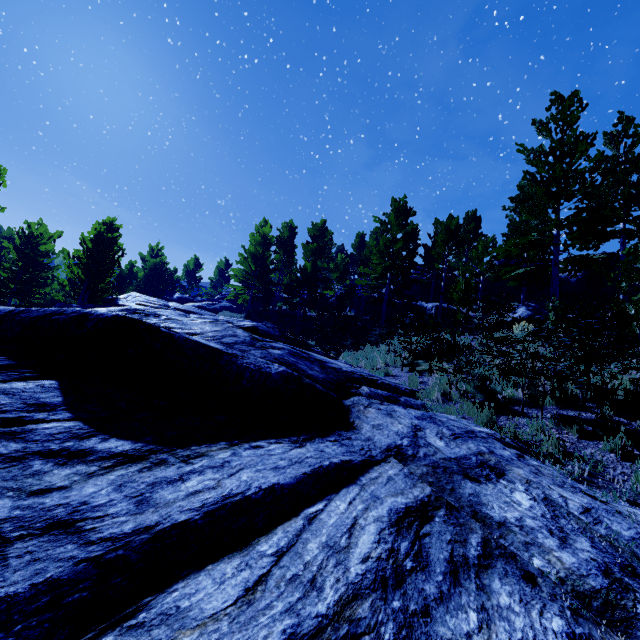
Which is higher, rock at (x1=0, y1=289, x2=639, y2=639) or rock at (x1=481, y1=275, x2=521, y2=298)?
rock at (x1=481, y1=275, x2=521, y2=298)

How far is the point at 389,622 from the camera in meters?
1.8

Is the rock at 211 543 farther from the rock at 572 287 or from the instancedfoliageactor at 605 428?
the rock at 572 287

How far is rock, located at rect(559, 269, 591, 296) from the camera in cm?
2364

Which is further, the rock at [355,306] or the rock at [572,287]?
the rock at [355,306]

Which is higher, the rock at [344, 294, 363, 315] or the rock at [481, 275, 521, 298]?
the rock at [481, 275, 521, 298]

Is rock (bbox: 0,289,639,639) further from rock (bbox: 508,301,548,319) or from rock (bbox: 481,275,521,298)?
rock (bbox: 481,275,521,298)

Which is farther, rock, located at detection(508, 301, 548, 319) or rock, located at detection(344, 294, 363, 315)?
rock, located at detection(344, 294, 363, 315)
